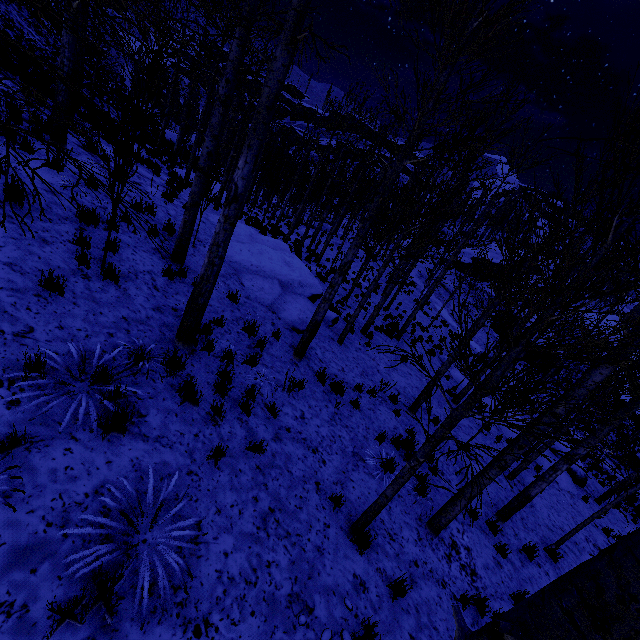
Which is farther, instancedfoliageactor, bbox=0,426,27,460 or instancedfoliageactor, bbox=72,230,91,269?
instancedfoliageactor, bbox=72,230,91,269

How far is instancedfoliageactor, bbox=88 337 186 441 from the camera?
3.56m

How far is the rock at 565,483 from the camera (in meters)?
13.72

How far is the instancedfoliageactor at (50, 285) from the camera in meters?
4.3

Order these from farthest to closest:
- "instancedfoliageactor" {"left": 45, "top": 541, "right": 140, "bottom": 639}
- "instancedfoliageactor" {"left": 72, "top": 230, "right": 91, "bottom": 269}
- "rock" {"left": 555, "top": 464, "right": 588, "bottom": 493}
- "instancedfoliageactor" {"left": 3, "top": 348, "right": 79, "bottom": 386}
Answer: "rock" {"left": 555, "top": 464, "right": 588, "bottom": 493}, "instancedfoliageactor" {"left": 72, "top": 230, "right": 91, "bottom": 269}, "instancedfoliageactor" {"left": 3, "top": 348, "right": 79, "bottom": 386}, "instancedfoliageactor" {"left": 45, "top": 541, "right": 140, "bottom": 639}

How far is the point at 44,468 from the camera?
3.0m

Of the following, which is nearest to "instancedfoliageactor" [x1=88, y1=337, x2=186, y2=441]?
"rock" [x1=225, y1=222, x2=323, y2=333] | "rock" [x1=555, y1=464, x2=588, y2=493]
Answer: "rock" [x1=225, y1=222, x2=323, y2=333]
